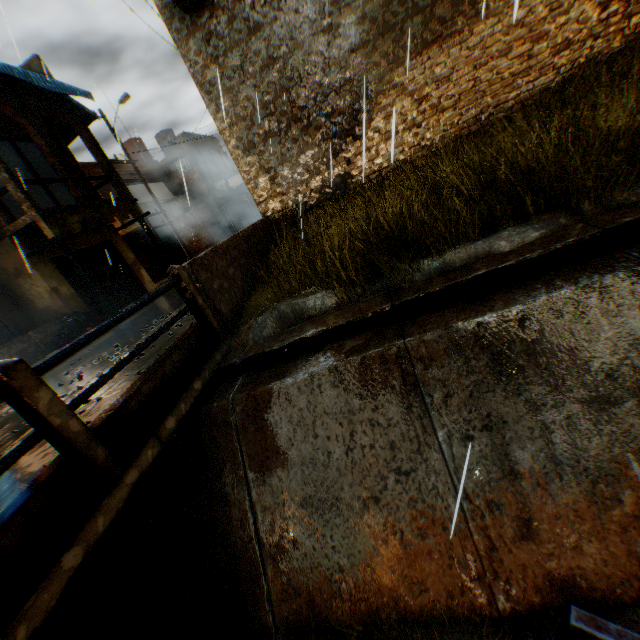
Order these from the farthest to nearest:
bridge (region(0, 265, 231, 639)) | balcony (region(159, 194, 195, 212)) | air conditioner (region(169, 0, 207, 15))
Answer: balcony (region(159, 194, 195, 212)), air conditioner (region(169, 0, 207, 15)), bridge (region(0, 265, 231, 639))

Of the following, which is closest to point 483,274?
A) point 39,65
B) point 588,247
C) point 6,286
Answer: point 588,247

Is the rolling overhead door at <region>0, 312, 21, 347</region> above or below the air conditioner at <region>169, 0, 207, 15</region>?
below

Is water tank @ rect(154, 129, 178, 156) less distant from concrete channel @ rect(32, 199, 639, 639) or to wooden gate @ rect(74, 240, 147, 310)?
wooden gate @ rect(74, 240, 147, 310)

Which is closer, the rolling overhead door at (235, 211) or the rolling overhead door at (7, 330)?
the rolling overhead door at (7, 330)

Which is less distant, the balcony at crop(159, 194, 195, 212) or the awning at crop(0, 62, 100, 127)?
the awning at crop(0, 62, 100, 127)

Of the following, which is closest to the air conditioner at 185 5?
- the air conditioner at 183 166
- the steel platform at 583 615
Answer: the air conditioner at 183 166

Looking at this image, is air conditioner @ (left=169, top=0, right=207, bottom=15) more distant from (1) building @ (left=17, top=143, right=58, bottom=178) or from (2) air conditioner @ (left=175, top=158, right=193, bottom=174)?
(2) air conditioner @ (left=175, top=158, right=193, bottom=174)
